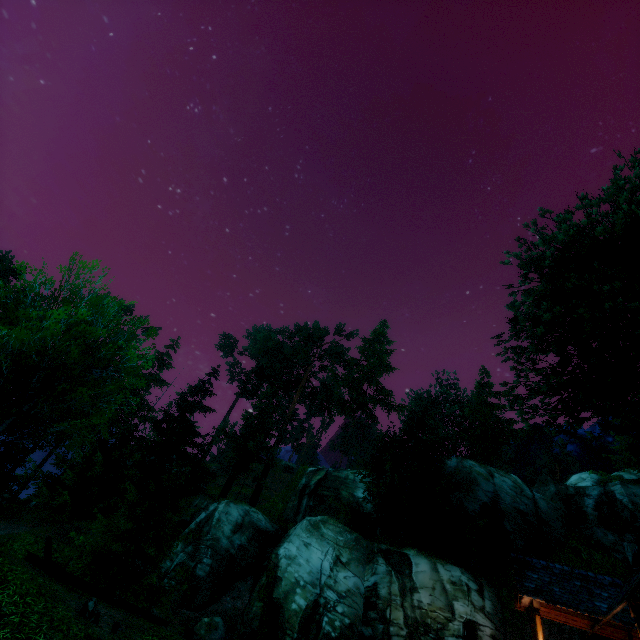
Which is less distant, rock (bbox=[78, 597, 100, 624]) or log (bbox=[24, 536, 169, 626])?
rock (bbox=[78, 597, 100, 624])

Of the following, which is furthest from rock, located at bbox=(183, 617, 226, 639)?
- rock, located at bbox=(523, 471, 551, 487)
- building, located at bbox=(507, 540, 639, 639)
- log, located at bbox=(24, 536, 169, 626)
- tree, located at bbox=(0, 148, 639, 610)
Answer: rock, located at bbox=(523, 471, 551, 487)

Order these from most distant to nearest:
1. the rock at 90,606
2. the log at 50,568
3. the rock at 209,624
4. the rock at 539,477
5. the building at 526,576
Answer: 1. the rock at 539,477
2. the rock at 209,624
3. the log at 50,568
4. the building at 526,576
5. the rock at 90,606

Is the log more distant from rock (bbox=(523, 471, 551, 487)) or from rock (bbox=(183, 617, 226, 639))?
rock (bbox=(523, 471, 551, 487))

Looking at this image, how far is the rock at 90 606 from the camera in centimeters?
922cm

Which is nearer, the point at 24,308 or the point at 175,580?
the point at 24,308

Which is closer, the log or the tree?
the tree

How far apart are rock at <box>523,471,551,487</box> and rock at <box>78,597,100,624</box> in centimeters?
4477cm
